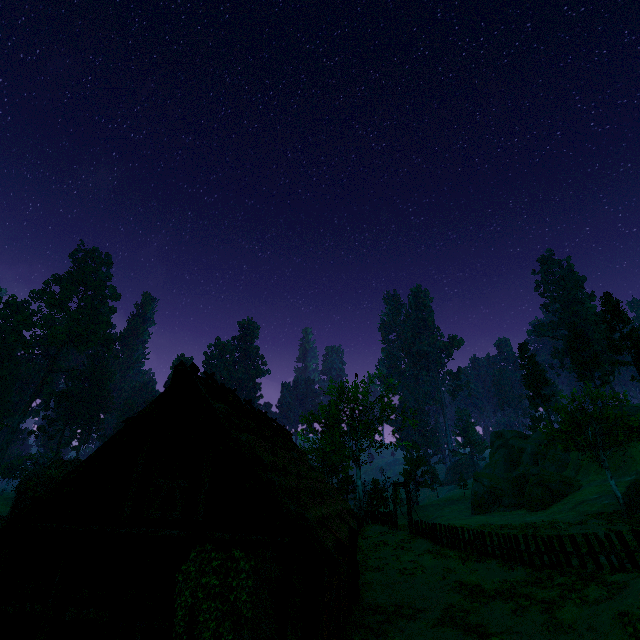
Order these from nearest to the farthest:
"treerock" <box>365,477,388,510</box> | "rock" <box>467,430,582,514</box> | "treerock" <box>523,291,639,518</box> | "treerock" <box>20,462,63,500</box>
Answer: "treerock" <box>523,291,639,518</box> < "treerock" <box>20,462,63,500</box> < "treerock" <box>365,477,388,510</box> < "rock" <box>467,430,582,514</box>

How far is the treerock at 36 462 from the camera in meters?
31.9

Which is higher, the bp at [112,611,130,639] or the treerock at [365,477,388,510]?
the treerock at [365,477,388,510]

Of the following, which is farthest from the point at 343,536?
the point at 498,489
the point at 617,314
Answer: the point at 617,314

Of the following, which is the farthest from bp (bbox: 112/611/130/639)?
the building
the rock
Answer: the rock

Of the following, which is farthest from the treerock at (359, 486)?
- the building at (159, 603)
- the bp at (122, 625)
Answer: the bp at (122, 625)

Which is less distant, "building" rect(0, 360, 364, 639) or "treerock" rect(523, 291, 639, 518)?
"building" rect(0, 360, 364, 639)

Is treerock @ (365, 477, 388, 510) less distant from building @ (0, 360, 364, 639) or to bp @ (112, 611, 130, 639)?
building @ (0, 360, 364, 639)
